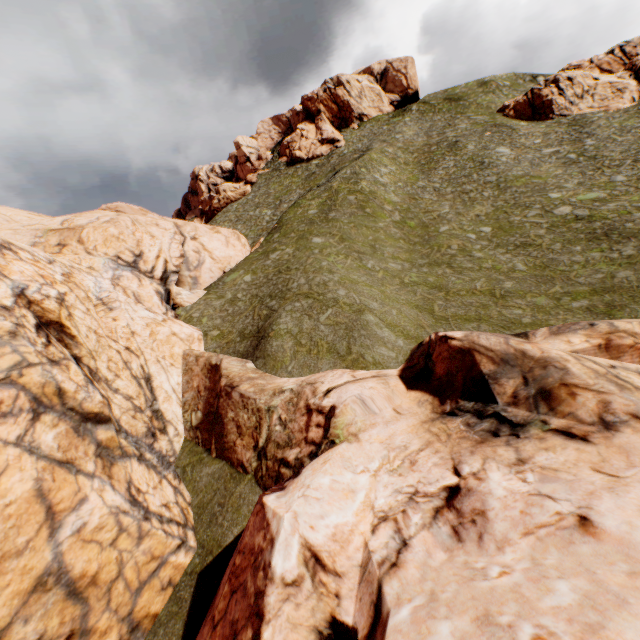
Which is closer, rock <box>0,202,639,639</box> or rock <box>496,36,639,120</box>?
rock <box>0,202,639,639</box>

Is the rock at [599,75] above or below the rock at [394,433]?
above

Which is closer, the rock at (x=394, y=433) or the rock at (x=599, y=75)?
the rock at (x=394, y=433)

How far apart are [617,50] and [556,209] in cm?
5870

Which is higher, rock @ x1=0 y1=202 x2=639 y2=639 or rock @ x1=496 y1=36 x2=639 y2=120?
rock @ x1=496 y1=36 x2=639 y2=120
